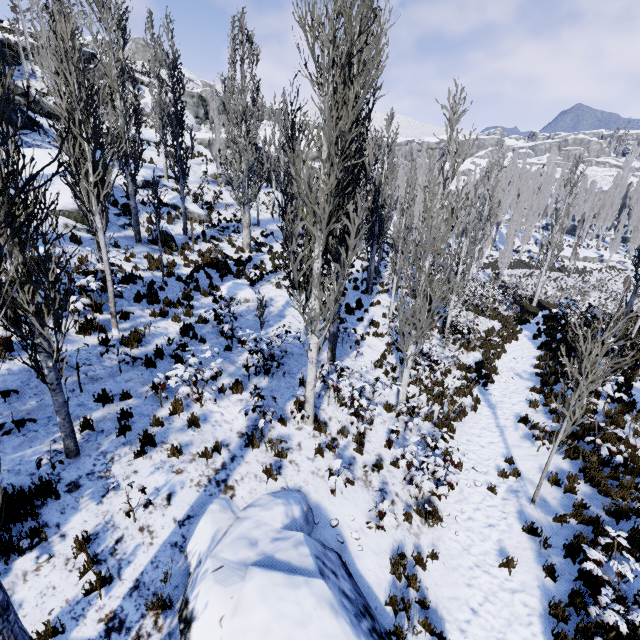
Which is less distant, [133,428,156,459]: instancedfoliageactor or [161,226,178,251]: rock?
[133,428,156,459]: instancedfoliageactor

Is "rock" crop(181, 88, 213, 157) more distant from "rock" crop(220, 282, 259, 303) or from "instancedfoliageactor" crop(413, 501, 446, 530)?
"rock" crop(220, 282, 259, 303)

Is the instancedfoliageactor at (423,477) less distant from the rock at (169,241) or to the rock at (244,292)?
the rock at (169,241)

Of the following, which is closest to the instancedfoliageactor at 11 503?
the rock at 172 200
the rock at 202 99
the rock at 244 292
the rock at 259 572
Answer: the rock at 172 200

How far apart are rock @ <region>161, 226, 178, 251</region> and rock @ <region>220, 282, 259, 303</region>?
3.42m

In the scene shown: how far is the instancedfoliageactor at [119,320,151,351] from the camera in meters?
8.2 m

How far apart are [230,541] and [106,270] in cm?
672

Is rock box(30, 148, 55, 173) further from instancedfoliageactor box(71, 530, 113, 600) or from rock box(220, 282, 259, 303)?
rock box(220, 282, 259, 303)
